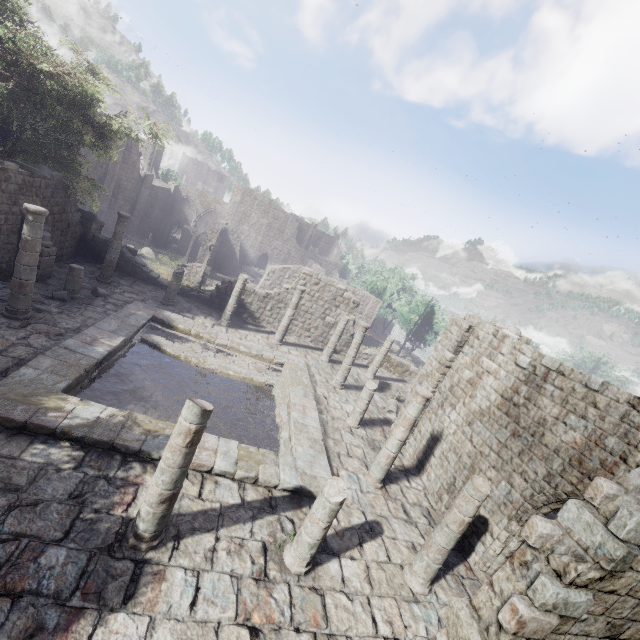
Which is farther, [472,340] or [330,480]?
[472,340]

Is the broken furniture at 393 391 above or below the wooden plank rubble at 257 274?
above

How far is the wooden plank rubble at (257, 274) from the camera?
44.4 meters

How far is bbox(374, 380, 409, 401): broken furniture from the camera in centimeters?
2036cm

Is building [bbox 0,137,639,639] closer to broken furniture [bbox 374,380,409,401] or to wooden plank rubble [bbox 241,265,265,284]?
broken furniture [bbox 374,380,409,401]

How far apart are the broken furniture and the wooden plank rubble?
28.00m

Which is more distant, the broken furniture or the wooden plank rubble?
the wooden plank rubble
